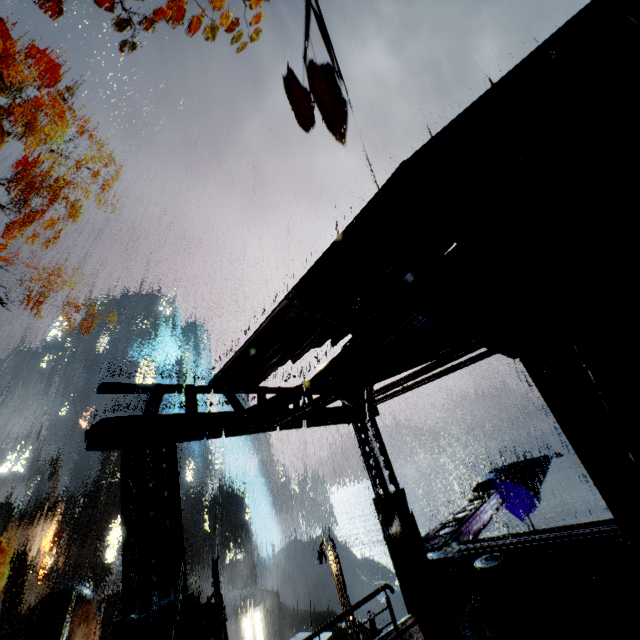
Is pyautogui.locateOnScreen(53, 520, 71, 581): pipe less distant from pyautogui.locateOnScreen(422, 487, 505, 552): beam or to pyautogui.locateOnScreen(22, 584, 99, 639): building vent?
pyautogui.locateOnScreen(22, 584, 99, 639): building vent

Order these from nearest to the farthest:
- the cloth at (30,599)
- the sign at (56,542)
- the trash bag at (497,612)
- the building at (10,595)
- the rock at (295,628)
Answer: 1. the trash bag at (497,612)
2. the building at (10,595)
3. the cloth at (30,599)
4. the sign at (56,542)
5. the rock at (295,628)

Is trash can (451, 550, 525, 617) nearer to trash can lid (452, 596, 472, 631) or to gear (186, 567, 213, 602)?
trash can lid (452, 596, 472, 631)

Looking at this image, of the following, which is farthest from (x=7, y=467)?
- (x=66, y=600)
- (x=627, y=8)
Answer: (x=627, y=8)

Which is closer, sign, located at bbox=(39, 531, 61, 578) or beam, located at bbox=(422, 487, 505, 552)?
beam, located at bbox=(422, 487, 505, 552)

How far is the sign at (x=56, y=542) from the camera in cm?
3369

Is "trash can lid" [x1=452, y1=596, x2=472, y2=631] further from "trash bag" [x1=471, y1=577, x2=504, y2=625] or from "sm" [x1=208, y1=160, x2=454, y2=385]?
"sm" [x1=208, y1=160, x2=454, y2=385]

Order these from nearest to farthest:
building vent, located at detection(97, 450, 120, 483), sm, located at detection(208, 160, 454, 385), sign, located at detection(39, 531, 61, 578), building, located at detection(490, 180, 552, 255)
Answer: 1. building, located at detection(490, 180, 552, 255)
2. sm, located at detection(208, 160, 454, 385)
3. sign, located at detection(39, 531, 61, 578)
4. building vent, located at detection(97, 450, 120, 483)
